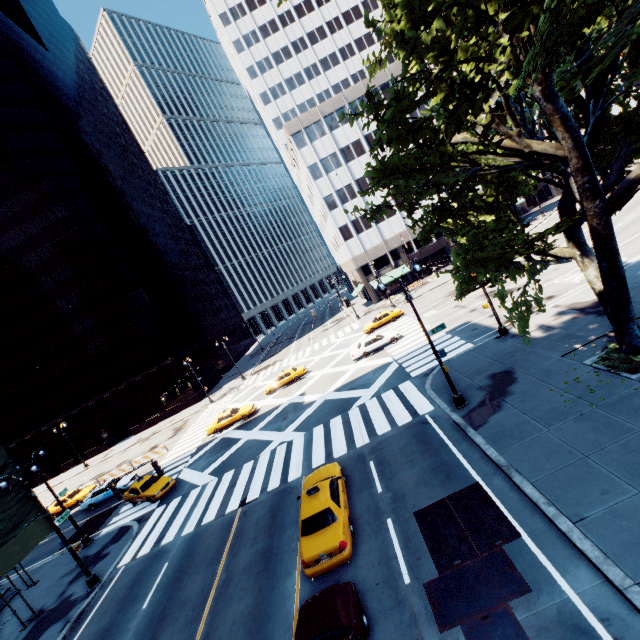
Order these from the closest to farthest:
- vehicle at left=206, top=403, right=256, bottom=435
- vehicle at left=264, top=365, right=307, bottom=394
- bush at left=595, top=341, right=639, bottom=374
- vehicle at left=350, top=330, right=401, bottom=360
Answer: bush at left=595, top=341, right=639, bottom=374
vehicle at left=350, top=330, right=401, bottom=360
vehicle at left=206, top=403, right=256, bottom=435
vehicle at left=264, top=365, right=307, bottom=394

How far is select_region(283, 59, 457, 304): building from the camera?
51.56m

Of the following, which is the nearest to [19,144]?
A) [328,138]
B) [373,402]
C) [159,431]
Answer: [328,138]

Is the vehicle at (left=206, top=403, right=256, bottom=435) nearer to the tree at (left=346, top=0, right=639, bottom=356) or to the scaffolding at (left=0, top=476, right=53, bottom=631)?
the scaffolding at (left=0, top=476, right=53, bottom=631)

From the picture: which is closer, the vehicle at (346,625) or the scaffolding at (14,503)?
the vehicle at (346,625)

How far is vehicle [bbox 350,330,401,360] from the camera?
30.30m

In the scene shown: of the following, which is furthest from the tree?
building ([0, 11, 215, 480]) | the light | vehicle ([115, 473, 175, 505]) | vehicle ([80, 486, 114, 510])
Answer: building ([0, 11, 215, 480])

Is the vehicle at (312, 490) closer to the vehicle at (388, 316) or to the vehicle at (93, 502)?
the vehicle at (93, 502)
